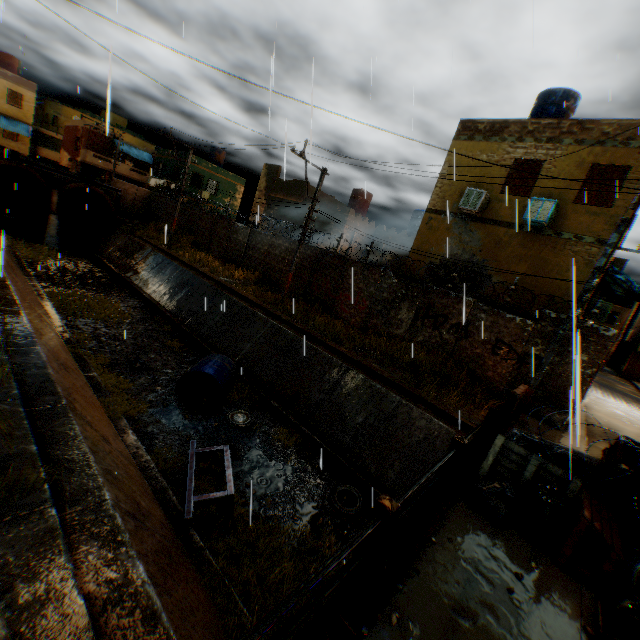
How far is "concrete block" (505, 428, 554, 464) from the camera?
5.4m

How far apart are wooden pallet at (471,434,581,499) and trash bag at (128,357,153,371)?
10.7 meters

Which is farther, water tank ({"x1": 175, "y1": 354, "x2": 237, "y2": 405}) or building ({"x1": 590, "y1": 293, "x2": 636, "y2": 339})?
building ({"x1": 590, "y1": 293, "x2": 636, "y2": 339})

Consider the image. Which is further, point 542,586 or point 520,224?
point 520,224

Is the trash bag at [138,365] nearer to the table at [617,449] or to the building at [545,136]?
the building at [545,136]

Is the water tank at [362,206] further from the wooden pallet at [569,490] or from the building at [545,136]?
the wooden pallet at [569,490]

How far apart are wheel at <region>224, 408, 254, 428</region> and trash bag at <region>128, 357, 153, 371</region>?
3.43m
